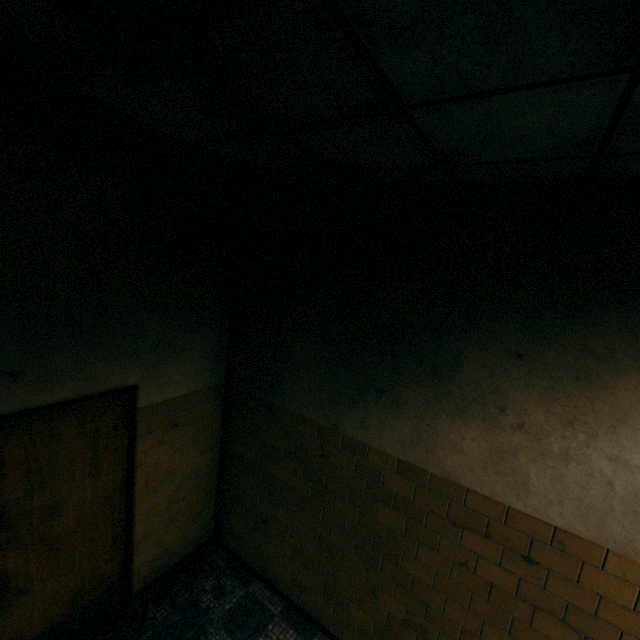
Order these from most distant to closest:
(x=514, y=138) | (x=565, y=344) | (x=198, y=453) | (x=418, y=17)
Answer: (x=198, y=453), (x=565, y=344), (x=514, y=138), (x=418, y=17)
